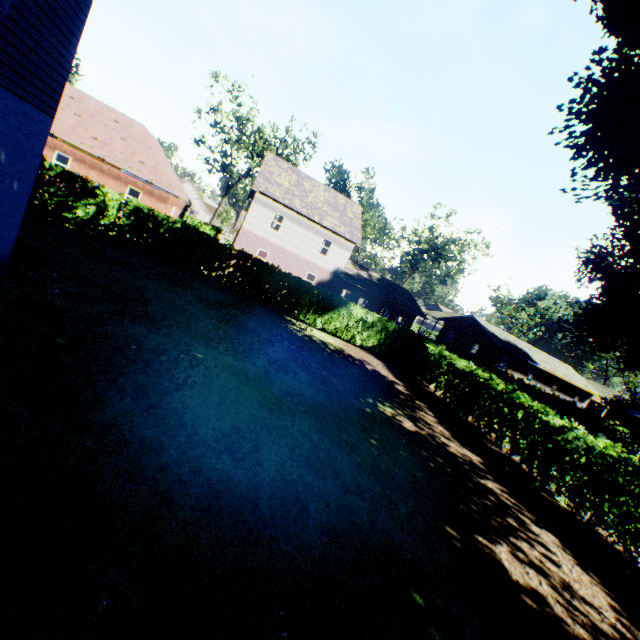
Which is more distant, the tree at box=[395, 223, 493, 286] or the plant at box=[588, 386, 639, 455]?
the tree at box=[395, 223, 493, 286]

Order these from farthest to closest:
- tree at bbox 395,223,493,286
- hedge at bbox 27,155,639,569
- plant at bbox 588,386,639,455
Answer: tree at bbox 395,223,493,286 < plant at bbox 588,386,639,455 < hedge at bbox 27,155,639,569

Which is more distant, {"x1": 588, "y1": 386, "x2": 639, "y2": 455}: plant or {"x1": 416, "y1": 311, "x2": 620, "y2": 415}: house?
{"x1": 416, "y1": 311, "x2": 620, "y2": 415}: house

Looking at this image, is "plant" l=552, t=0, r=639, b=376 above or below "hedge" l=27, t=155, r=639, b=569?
above

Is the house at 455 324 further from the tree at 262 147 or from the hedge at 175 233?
the tree at 262 147

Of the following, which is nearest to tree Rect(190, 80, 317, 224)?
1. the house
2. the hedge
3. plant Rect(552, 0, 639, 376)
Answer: the hedge

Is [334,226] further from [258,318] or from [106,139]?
[106,139]

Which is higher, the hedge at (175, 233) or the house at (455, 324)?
the house at (455, 324)
